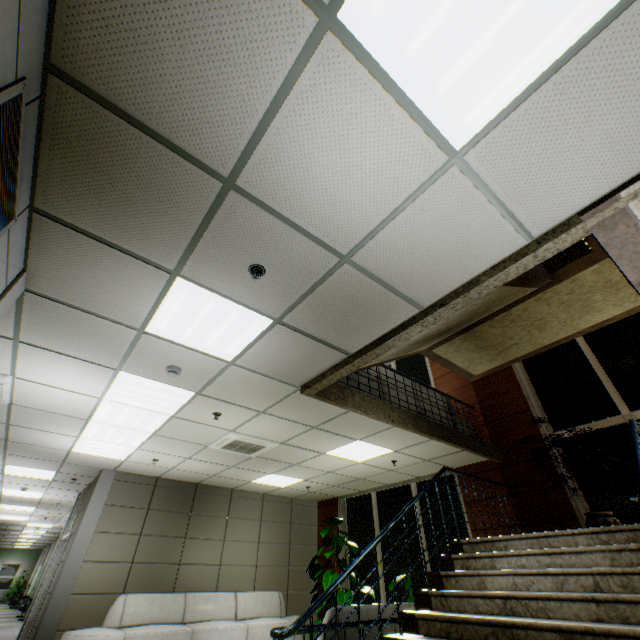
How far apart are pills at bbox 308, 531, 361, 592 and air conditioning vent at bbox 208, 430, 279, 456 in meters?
3.8 m

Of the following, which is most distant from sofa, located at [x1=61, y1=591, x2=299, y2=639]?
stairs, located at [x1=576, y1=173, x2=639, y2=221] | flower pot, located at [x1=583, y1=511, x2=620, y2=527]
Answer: flower pot, located at [x1=583, y1=511, x2=620, y2=527]

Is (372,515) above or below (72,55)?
below

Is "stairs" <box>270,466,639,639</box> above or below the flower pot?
below

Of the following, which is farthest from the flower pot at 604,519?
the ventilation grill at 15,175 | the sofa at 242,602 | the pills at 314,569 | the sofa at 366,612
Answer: the ventilation grill at 15,175

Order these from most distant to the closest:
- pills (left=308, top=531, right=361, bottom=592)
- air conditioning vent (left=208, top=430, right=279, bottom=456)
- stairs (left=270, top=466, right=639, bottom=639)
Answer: pills (left=308, top=531, right=361, bottom=592) → air conditioning vent (left=208, top=430, right=279, bottom=456) → stairs (left=270, top=466, right=639, bottom=639)

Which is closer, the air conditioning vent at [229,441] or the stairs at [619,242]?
the stairs at [619,242]

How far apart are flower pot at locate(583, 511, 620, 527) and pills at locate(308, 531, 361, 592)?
5.5 meters
